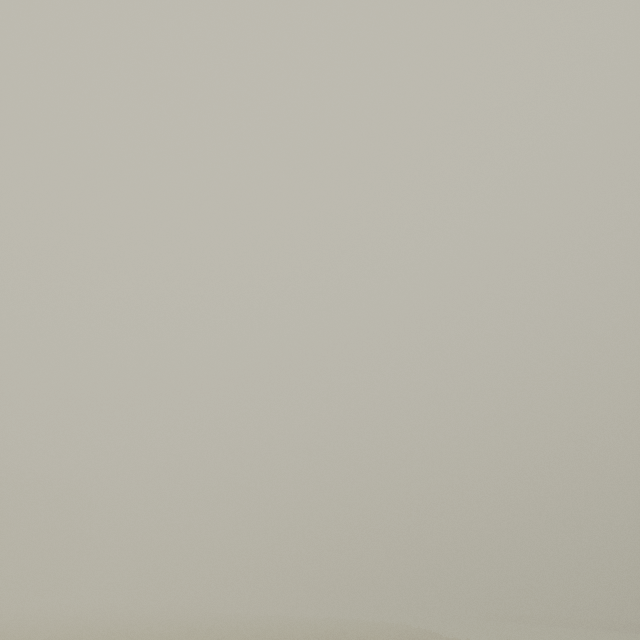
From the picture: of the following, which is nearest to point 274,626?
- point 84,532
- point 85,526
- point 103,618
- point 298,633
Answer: point 298,633
